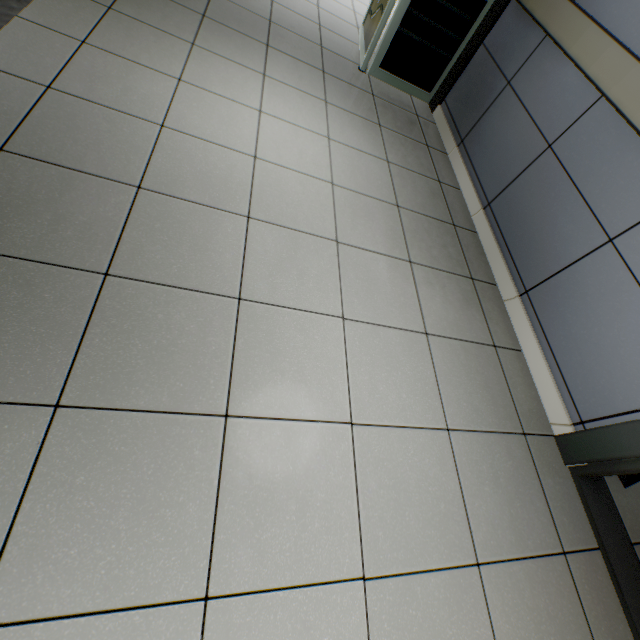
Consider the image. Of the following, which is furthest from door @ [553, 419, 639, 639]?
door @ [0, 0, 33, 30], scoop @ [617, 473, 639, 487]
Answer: door @ [0, 0, 33, 30]

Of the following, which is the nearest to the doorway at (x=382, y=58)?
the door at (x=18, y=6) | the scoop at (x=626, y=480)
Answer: the door at (x=18, y=6)

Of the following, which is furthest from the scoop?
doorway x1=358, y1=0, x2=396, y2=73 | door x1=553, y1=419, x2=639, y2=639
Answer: doorway x1=358, y1=0, x2=396, y2=73

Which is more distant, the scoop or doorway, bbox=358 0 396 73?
doorway, bbox=358 0 396 73

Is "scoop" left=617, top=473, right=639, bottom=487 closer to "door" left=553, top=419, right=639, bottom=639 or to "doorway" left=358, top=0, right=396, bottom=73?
"door" left=553, top=419, right=639, bottom=639

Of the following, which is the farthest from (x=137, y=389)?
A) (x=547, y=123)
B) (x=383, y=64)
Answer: (x=383, y=64)

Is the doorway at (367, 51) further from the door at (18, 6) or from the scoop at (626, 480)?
the scoop at (626, 480)
